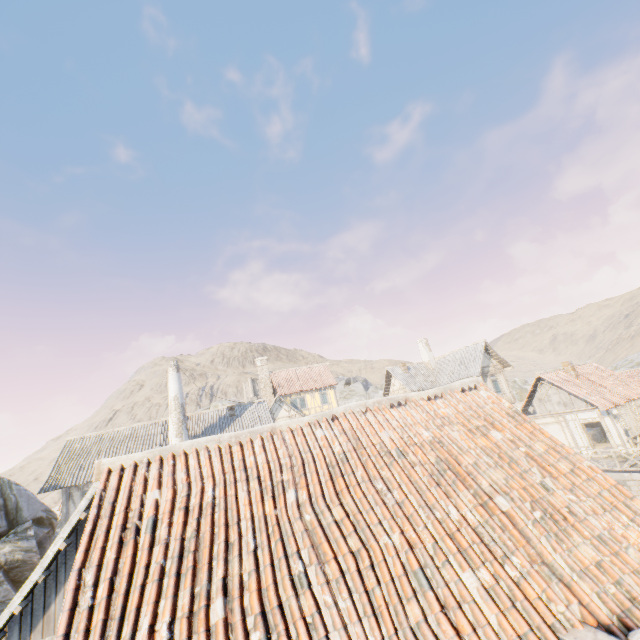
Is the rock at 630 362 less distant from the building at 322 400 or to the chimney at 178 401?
the building at 322 400

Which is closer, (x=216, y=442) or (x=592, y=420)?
(x=216, y=442)

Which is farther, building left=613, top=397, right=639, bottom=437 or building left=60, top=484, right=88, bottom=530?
building left=613, top=397, right=639, bottom=437

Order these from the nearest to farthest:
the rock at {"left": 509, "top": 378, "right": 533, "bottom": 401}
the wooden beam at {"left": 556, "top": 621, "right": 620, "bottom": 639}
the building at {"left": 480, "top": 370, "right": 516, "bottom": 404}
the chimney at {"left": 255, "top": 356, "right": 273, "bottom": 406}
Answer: the wooden beam at {"left": 556, "top": 621, "right": 620, "bottom": 639}
the building at {"left": 480, "top": 370, "right": 516, "bottom": 404}
the chimney at {"left": 255, "top": 356, "right": 273, "bottom": 406}
the rock at {"left": 509, "top": 378, "right": 533, "bottom": 401}

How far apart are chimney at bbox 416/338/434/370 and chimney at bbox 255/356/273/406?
16.9 meters

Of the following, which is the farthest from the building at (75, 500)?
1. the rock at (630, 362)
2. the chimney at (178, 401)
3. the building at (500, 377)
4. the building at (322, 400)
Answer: the building at (500, 377)

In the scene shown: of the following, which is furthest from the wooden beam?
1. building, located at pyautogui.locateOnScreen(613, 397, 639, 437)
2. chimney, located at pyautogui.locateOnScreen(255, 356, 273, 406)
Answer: chimney, located at pyautogui.locateOnScreen(255, 356, 273, 406)

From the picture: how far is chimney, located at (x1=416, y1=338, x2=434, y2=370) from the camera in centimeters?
3441cm
